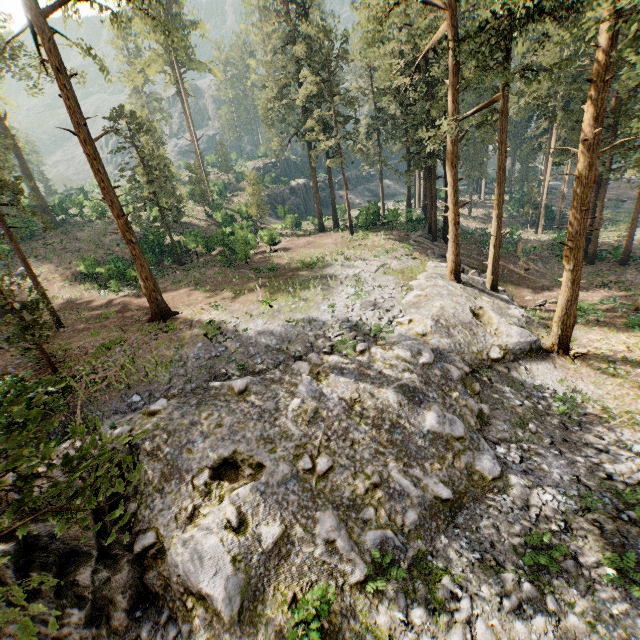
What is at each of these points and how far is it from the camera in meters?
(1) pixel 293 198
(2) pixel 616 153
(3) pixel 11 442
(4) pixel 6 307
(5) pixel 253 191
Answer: (1) rock, 58.6 m
(2) foliage, 18.9 m
(3) foliage, 2.4 m
(4) foliage, 13.5 m
(5) foliage, 40.4 m

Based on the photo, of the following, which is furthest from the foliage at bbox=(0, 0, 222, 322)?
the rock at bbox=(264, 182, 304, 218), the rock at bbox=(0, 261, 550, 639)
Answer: the rock at bbox=(264, 182, 304, 218)

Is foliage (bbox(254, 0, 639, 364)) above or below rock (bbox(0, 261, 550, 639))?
above

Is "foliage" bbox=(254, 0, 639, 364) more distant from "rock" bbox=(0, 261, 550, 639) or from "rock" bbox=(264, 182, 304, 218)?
"rock" bbox=(264, 182, 304, 218)

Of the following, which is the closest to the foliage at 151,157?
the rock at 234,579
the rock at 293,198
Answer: the rock at 234,579

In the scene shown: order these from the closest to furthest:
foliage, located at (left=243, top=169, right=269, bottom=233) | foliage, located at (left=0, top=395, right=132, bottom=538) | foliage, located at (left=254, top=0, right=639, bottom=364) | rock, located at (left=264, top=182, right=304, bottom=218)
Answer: foliage, located at (left=0, top=395, right=132, bottom=538)
foliage, located at (left=254, top=0, right=639, bottom=364)
foliage, located at (left=243, top=169, right=269, bottom=233)
rock, located at (left=264, top=182, right=304, bottom=218)
